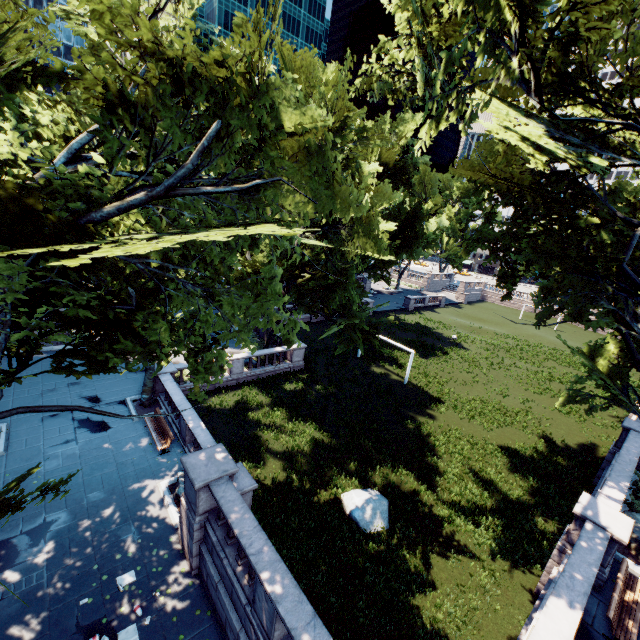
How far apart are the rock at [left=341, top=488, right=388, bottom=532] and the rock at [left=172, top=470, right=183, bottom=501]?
6.1 meters

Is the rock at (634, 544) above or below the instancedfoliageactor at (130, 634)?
above

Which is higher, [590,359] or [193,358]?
[193,358]

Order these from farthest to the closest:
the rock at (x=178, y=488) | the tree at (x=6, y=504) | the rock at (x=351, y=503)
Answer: the rock at (x=351, y=503) → the rock at (x=178, y=488) → the tree at (x=6, y=504)

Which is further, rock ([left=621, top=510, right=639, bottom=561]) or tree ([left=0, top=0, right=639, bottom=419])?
rock ([left=621, top=510, right=639, bottom=561])

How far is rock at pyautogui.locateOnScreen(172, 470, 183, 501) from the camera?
12.9m

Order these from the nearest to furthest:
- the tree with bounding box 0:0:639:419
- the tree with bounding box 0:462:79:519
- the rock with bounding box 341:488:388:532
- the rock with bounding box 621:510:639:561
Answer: the tree with bounding box 0:0:639:419
the tree with bounding box 0:462:79:519
the rock with bounding box 621:510:639:561
the rock with bounding box 341:488:388:532

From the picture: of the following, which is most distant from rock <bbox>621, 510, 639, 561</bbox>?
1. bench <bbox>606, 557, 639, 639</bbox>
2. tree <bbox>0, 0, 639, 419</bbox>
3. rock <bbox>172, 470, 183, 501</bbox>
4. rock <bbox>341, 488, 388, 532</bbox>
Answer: rock <bbox>172, 470, 183, 501</bbox>
